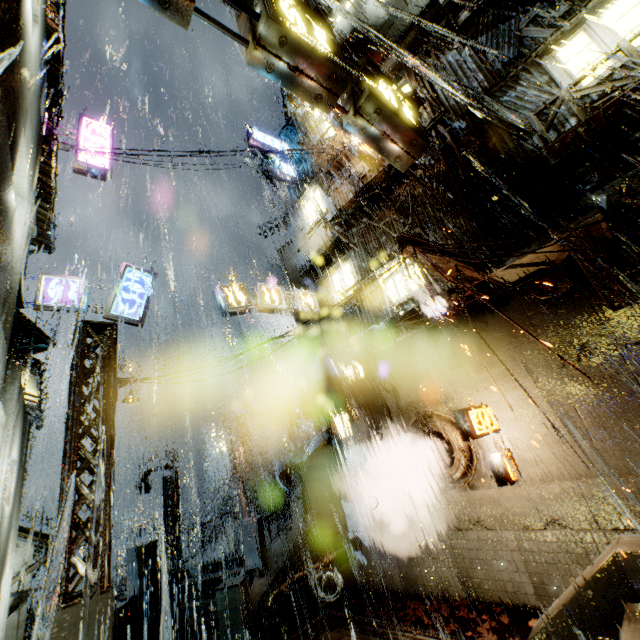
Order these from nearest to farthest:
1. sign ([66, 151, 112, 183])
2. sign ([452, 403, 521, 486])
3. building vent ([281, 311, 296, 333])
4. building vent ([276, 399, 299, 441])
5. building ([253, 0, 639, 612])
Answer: building ([253, 0, 639, 612]) → sign ([452, 403, 521, 486]) → sign ([66, 151, 112, 183]) → building vent ([276, 399, 299, 441]) → building vent ([281, 311, 296, 333])

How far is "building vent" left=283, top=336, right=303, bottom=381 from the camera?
23.31m

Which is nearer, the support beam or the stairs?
the stairs

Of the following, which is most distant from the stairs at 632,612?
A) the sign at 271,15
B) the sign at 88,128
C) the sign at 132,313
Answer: the sign at 88,128

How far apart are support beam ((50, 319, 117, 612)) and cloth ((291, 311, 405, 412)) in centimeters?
670cm

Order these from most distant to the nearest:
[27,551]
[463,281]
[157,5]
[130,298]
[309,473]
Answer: [309,473]
[130,298]
[463,281]
[27,551]
[157,5]

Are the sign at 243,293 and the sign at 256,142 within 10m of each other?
yes

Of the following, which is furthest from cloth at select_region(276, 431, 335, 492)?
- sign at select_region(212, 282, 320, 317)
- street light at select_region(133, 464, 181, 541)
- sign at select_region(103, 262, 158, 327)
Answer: street light at select_region(133, 464, 181, 541)
